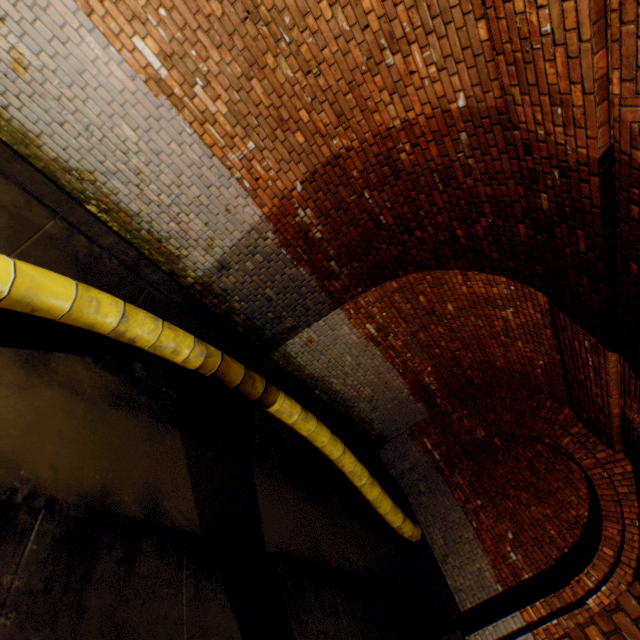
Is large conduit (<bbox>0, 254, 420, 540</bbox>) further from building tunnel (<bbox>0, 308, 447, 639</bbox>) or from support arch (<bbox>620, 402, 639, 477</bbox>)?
support arch (<bbox>620, 402, 639, 477</bbox>)

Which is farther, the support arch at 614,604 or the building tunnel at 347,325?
the building tunnel at 347,325

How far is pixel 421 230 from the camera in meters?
4.8

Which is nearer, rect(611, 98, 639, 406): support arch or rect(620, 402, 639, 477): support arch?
rect(611, 98, 639, 406): support arch

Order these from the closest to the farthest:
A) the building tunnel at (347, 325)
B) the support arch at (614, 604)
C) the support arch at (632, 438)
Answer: the support arch at (614, 604)
the building tunnel at (347, 325)
the support arch at (632, 438)

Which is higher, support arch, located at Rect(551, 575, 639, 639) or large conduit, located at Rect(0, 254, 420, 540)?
support arch, located at Rect(551, 575, 639, 639)

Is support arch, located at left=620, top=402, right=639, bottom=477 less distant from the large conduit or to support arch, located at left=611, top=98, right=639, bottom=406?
support arch, located at left=611, top=98, right=639, bottom=406
